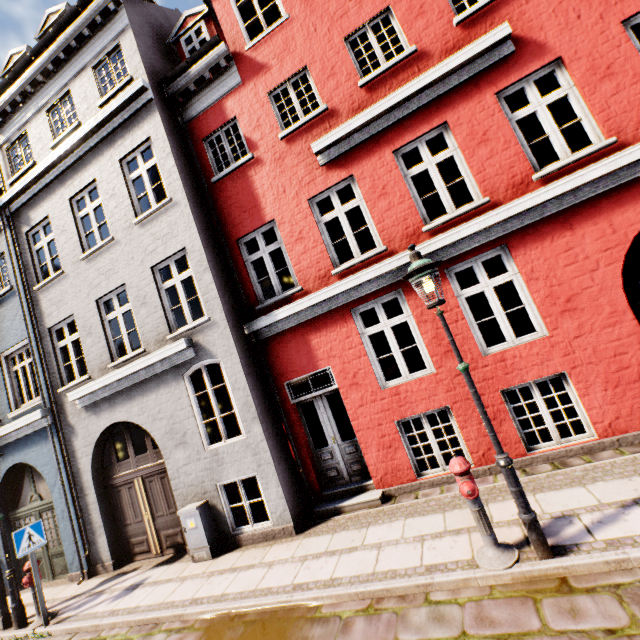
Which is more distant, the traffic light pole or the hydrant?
the traffic light pole

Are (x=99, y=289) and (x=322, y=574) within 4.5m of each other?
no

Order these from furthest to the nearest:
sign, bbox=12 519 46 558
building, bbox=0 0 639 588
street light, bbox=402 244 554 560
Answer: sign, bbox=12 519 46 558 → building, bbox=0 0 639 588 → street light, bbox=402 244 554 560

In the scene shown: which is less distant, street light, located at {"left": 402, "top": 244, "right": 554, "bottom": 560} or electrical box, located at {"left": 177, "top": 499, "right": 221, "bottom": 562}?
street light, located at {"left": 402, "top": 244, "right": 554, "bottom": 560}

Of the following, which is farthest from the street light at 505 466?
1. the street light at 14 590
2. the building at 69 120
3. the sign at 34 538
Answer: the street light at 14 590

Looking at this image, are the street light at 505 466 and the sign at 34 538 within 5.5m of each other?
no

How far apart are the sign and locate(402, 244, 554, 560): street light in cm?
878

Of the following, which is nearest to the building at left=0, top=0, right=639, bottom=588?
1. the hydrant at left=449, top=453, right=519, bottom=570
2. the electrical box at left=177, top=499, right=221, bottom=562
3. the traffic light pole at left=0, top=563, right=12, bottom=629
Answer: the electrical box at left=177, top=499, right=221, bottom=562
